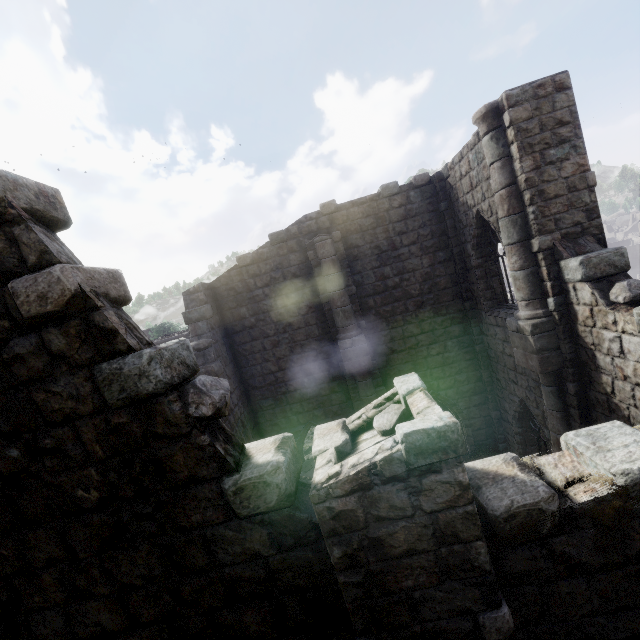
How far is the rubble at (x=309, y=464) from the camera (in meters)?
12.59

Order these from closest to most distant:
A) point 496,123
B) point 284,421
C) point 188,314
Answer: point 496,123 → point 188,314 → point 284,421

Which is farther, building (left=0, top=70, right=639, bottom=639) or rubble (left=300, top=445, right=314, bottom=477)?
rubble (left=300, top=445, right=314, bottom=477)

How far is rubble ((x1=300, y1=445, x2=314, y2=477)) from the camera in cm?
1259

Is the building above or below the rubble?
above

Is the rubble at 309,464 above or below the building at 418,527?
below
